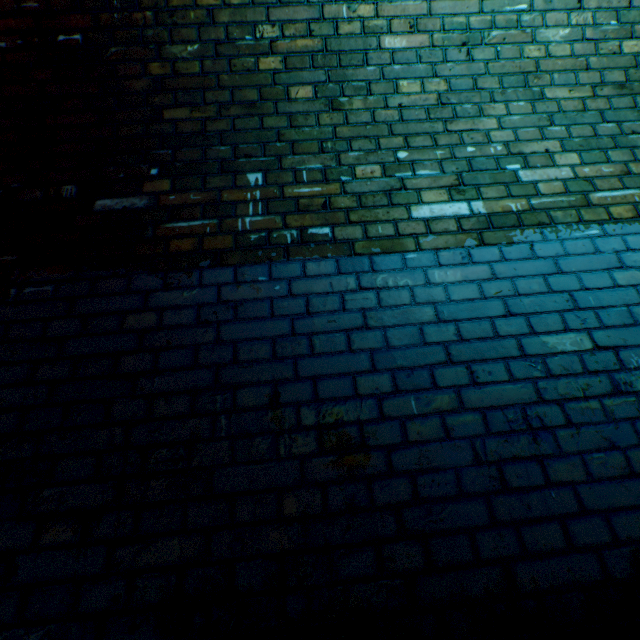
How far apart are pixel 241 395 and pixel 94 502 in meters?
0.6
